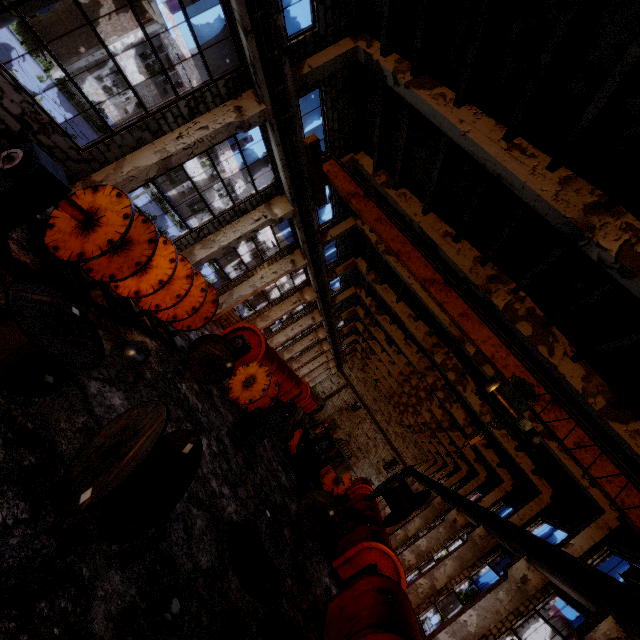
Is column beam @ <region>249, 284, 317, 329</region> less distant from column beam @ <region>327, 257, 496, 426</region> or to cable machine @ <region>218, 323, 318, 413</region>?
column beam @ <region>327, 257, 496, 426</region>

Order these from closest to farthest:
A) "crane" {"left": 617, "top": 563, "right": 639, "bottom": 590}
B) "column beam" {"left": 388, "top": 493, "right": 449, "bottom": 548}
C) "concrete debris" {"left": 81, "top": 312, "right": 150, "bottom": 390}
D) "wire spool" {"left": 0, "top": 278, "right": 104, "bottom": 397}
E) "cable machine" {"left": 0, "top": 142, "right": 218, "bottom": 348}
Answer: "wire spool" {"left": 0, "top": 278, "right": 104, "bottom": 397} < "cable machine" {"left": 0, "top": 142, "right": 218, "bottom": 348} < "concrete debris" {"left": 81, "top": 312, "right": 150, "bottom": 390} < "crane" {"left": 617, "top": 563, "right": 639, "bottom": 590} < "column beam" {"left": 388, "top": 493, "right": 449, "bottom": 548}

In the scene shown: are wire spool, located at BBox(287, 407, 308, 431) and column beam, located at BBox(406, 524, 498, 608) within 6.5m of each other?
no

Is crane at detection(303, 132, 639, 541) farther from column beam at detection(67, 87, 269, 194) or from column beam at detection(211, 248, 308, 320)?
column beam at detection(211, 248, 308, 320)

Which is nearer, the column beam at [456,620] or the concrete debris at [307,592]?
the concrete debris at [307,592]

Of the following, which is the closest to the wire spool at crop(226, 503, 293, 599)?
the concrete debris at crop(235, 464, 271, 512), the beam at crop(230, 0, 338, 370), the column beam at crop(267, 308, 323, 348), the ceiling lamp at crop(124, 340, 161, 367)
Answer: the concrete debris at crop(235, 464, 271, 512)

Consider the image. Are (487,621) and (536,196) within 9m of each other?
no

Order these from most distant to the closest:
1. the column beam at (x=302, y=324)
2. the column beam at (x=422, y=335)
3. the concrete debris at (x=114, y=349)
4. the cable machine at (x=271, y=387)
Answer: the column beam at (x=302, y=324), the column beam at (x=422, y=335), the cable machine at (x=271, y=387), the concrete debris at (x=114, y=349)
